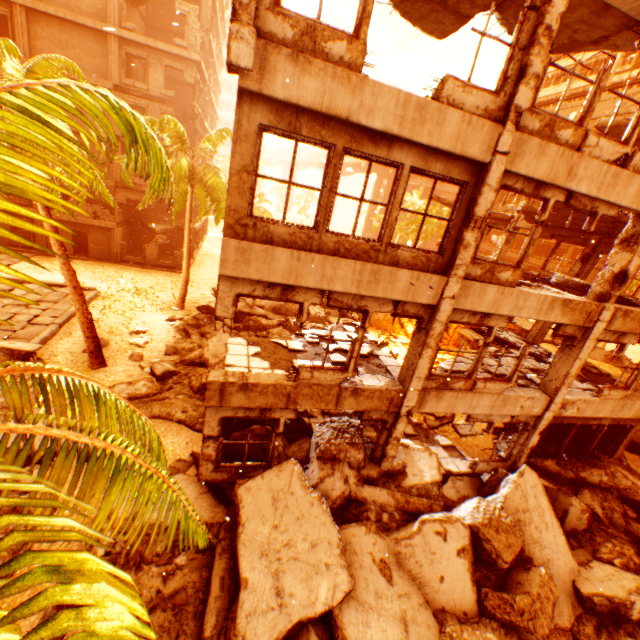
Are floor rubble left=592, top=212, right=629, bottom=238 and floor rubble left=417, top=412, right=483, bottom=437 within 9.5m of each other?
yes

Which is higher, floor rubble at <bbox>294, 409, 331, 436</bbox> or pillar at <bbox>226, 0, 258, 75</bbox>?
pillar at <bbox>226, 0, 258, 75</bbox>

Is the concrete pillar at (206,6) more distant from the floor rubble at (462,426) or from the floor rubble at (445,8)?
the floor rubble at (462,426)

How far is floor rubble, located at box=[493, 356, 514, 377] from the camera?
10.6 meters

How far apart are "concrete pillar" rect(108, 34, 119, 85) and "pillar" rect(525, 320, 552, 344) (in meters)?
29.65

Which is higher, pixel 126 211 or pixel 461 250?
pixel 461 250

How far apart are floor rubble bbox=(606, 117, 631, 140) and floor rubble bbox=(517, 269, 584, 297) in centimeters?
556cm

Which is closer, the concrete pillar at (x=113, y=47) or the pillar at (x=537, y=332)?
the pillar at (x=537, y=332)
